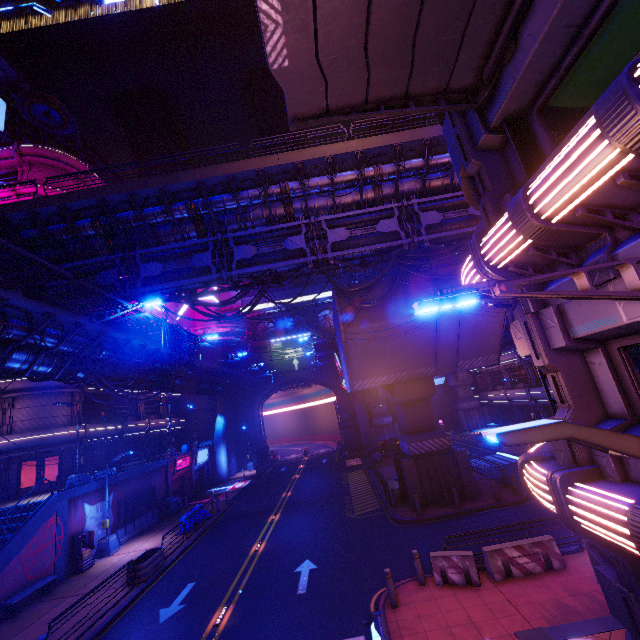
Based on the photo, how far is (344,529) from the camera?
18.42m

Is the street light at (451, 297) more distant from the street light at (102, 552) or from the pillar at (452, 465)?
the street light at (102, 552)

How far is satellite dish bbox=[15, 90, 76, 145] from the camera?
32.28m

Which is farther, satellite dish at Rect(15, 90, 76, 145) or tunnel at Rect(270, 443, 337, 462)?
tunnel at Rect(270, 443, 337, 462)

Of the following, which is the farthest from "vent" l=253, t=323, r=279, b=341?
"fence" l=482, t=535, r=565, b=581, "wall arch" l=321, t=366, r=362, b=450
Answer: "fence" l=482, t=535, r=565, b=581

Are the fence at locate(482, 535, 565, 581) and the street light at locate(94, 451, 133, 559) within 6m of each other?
no

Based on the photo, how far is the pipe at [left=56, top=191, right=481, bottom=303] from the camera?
16.6m

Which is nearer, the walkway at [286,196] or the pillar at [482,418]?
the walkway at [286,196]
